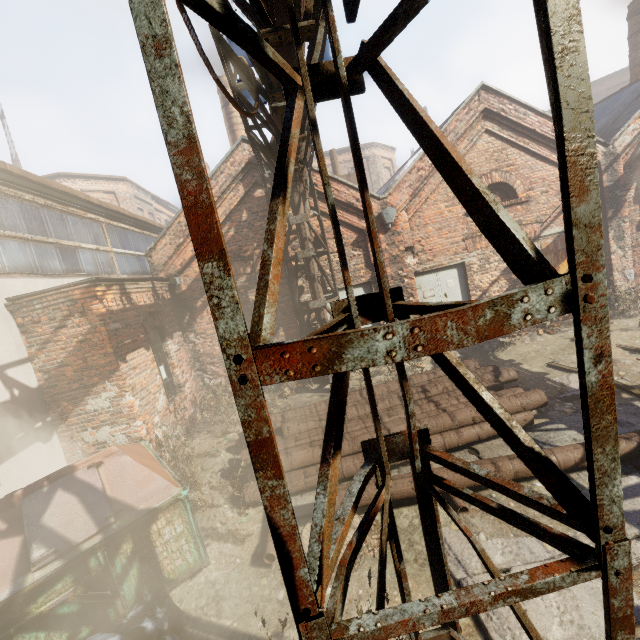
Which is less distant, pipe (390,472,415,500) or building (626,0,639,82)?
pipe (390,472,415,500)

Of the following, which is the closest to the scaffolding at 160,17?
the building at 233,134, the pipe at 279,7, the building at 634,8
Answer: the pipe at 279,7

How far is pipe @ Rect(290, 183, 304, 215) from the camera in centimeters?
859cm

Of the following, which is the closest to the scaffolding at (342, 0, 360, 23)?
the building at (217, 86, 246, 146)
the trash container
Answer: the trash container

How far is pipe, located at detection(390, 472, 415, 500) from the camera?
4.4 meters

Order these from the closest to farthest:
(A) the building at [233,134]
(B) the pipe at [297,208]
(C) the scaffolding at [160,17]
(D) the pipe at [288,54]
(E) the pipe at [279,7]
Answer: (C) the scaffolding at [160,17]
(E) the pipe at [279,7]
(D) the pipe at [288,54]
(B) the pipe at [297,208]
(A) the building at [233,134]

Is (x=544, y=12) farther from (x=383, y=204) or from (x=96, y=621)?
(x=383, y=204)

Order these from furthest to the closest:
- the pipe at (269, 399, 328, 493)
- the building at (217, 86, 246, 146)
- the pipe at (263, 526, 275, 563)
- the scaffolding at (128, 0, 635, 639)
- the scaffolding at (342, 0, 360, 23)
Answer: the building at (217, 86, 246, 146)
the pipe at (269, 399, 328, 493)
the pipe at (263, 526, 275, 563)
the scaffolding at (342, 0, 360, 23)
the scaffolding at (128, 0, 635, 639)
